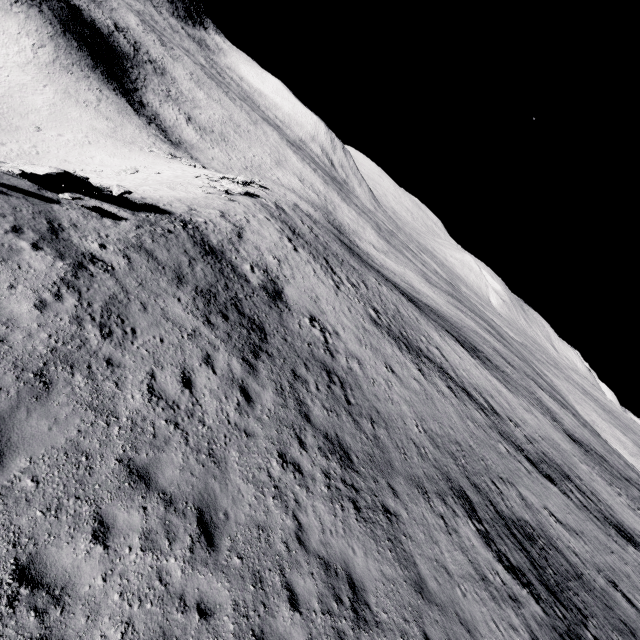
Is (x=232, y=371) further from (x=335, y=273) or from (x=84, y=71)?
(x=84, y=71)
